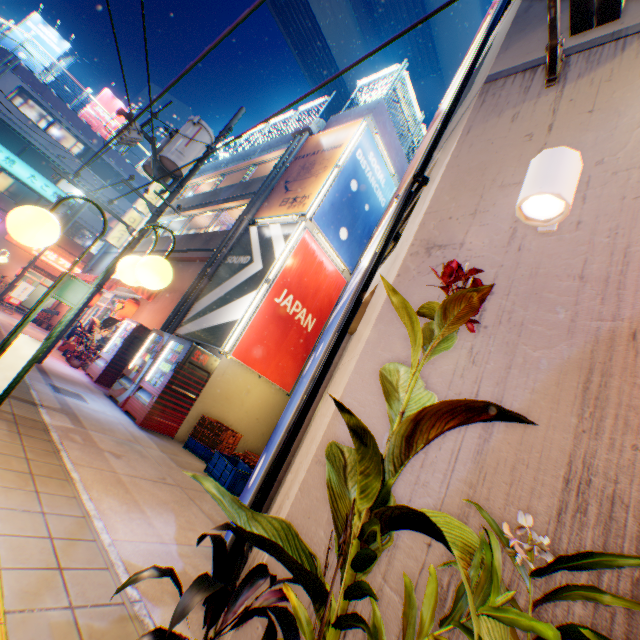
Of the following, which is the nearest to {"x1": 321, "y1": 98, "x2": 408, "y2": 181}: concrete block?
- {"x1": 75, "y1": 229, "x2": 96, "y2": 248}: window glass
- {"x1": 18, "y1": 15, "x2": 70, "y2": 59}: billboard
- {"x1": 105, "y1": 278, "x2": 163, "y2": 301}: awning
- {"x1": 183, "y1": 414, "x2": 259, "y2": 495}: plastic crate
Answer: {"x1": 105, "y1": 278, "x2": 163, "y2": 301}: awning

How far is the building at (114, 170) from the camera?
29.16m

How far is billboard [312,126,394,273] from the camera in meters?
10.2

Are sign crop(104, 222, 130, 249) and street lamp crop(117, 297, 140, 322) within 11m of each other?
yes

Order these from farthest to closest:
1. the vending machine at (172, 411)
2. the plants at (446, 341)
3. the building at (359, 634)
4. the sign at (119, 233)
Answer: the sign at (119, 233)
the vending machine at (172, 411)
the building at (359, 634)
the plants at (446, 341)

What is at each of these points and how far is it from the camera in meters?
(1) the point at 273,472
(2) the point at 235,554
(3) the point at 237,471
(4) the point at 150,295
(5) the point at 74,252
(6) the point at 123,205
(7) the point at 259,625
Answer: (1) sign frame, 2.8
(2) sign frame, 2.6
(3) plastic crate, 5.6
(4) awning, 12.3
(5) building, 28.4
(6) building, 30.6
(7) building, 1.9

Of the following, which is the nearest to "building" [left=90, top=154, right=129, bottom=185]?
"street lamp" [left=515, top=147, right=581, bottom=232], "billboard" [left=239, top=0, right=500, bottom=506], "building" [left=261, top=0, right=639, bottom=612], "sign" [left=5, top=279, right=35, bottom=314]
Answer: "sign" [left=5, top=279, right=35, bottom=314]

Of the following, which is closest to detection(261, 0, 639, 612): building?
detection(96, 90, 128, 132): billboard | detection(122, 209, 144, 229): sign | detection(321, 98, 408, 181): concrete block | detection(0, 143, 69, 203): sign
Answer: detection(321, 98, 408, 181): concrete block
